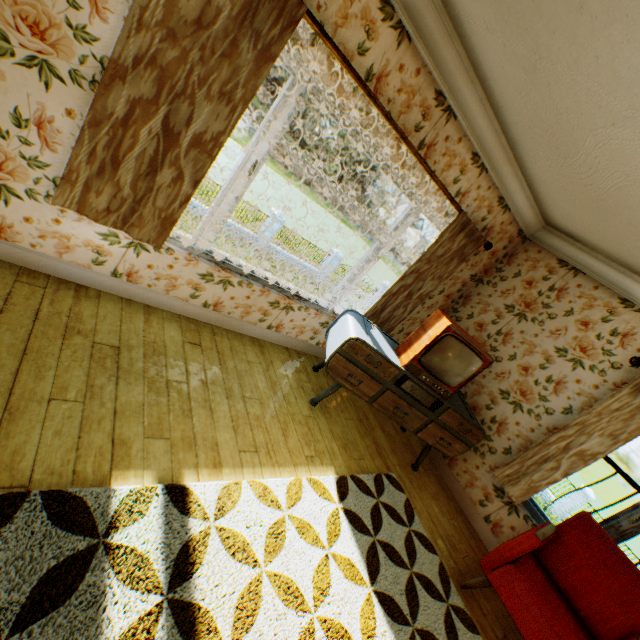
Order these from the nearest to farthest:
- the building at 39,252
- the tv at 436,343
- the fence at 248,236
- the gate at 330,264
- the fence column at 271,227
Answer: the building at 39,252
the tv at 436,343
the fence at 248,236
the fence column at 271,227
the gate at 330,264

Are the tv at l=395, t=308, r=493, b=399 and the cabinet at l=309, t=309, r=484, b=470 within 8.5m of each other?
yes

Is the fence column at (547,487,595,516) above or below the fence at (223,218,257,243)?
above

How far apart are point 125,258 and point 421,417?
3.29m

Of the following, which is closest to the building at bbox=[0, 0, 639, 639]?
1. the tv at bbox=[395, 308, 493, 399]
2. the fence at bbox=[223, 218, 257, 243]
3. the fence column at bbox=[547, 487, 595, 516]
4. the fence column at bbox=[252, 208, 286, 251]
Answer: the tv at bbox=[395, 308, 493, 399]

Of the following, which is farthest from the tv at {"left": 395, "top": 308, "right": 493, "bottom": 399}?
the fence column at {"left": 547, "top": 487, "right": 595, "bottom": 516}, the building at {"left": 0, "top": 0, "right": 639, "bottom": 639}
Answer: the fence column at {"left": 547, "top": 487, "right": 595, "bottom": 516}

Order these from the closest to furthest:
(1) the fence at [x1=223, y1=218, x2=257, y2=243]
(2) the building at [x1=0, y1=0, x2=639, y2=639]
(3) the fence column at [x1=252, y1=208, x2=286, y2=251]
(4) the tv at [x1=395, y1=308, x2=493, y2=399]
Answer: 1. (2) the building at [x1=0, y1=0, x2=639, y2=639]
2. (4) the tv at [x1=395, y1=308, x2=493, y2=399]
3. (1) the fence at [x1=223, y1=218, x2=257, y2=243]
4. (3) the fence column at [x1=252, y1=208, x2=286, y2=251]

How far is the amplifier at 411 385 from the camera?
3.4m
